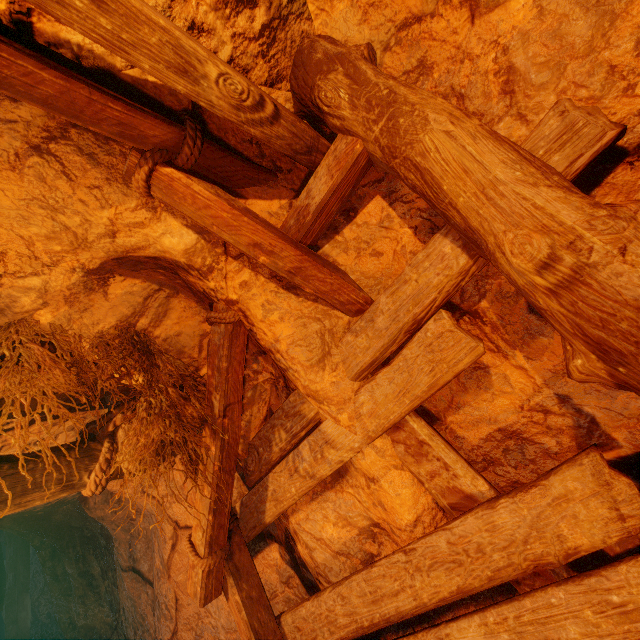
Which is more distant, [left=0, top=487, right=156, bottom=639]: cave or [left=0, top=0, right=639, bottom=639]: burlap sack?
[left=0, top=487, right=156, bottom=639]: cave

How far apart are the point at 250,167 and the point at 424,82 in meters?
1.0

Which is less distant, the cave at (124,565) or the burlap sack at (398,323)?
the burlap sack at (398,323)
